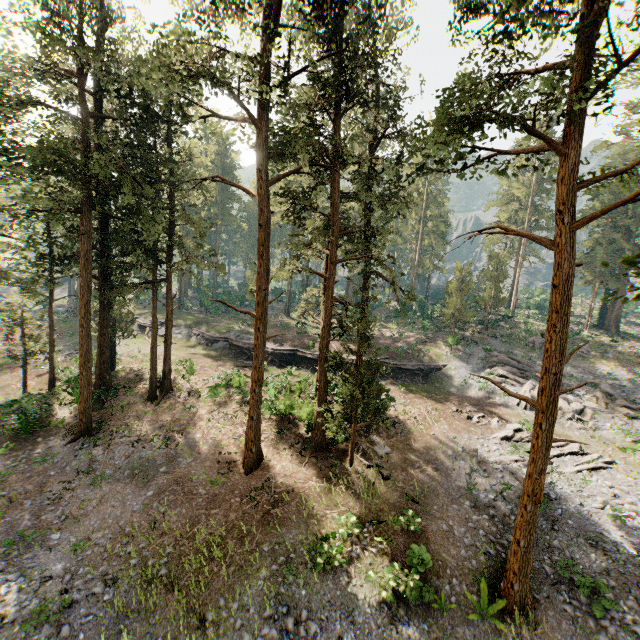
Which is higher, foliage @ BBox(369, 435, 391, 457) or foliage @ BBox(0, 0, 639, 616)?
foliage @ BBox(0, 0, 639, 616)

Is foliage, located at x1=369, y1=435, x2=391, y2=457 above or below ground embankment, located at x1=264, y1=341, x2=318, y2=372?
below

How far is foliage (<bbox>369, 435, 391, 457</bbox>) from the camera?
20.36m

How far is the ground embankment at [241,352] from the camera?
34.75m

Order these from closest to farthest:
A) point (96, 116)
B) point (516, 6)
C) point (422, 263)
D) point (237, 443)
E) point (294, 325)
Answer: point (516, 6) < point (96, 116) < point (237, 443) < point (294, 325) < point (422, 263)

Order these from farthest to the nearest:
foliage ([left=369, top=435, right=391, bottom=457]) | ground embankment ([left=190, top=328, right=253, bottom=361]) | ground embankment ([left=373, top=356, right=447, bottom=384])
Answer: ground embankment ([left=190, top=328, right=253, bottom=361]) < ground embankment ([left=373, top=356, right=447, bottom=384]) < foliage ([left=369, top=435, right=391, bottom=457])

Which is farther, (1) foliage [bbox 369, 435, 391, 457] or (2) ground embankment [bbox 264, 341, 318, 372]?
(2) ground embankment [bbox 264, 341, 318, 372]

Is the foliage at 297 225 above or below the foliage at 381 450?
above
